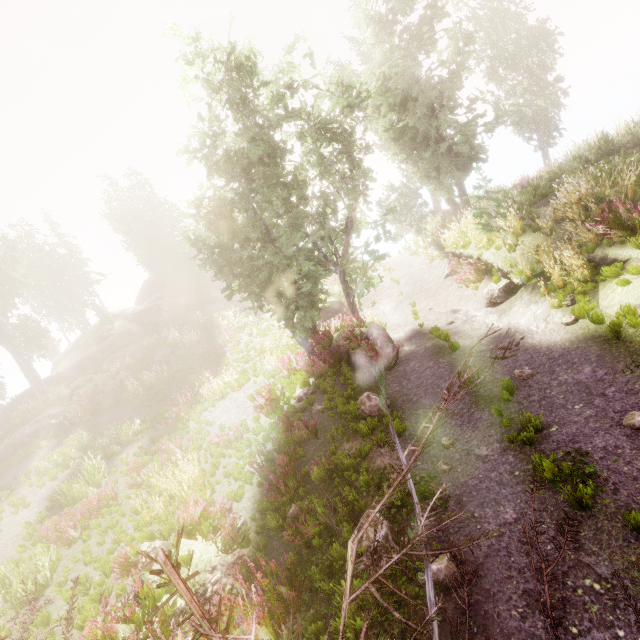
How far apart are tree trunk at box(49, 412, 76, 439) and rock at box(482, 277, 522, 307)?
23.1 meters

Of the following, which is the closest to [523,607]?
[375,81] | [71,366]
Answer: [375,81]

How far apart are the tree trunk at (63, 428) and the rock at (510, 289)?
23.1 meters

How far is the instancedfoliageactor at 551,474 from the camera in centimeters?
430cm

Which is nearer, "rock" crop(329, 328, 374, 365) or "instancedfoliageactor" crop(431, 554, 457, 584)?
"instancedfoliageactor" crop(431, 554, 457, 584)

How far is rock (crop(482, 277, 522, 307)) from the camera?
11.0m

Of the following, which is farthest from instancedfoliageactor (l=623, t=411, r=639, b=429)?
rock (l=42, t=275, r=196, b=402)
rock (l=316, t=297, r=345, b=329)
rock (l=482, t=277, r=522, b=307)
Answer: rock (l=482, t=277, r=522, b=307)

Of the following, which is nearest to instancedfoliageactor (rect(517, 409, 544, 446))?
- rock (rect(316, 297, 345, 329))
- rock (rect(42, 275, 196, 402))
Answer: rock (rect(42, 275, 196, 402))
